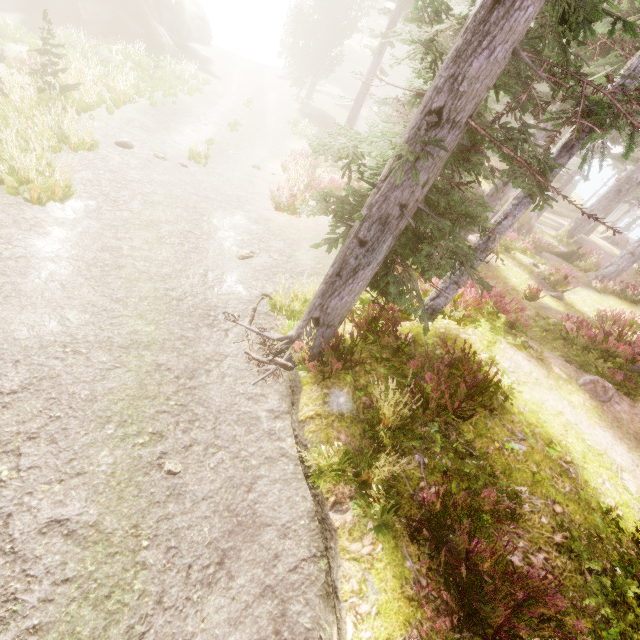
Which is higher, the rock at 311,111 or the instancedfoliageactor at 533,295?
the instancedfoliageactor at 533,295

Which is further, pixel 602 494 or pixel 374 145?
pixel 602 494

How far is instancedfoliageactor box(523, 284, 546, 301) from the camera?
12.64m

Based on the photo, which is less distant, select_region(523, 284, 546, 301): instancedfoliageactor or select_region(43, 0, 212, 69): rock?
select_region(523, 284, 546, 301): instancedfoliageactor

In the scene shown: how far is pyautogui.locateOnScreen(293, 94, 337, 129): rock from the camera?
→ 33.6m

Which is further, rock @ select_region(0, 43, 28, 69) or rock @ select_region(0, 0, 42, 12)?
rock @ select_region(0, 0, 42, 12)

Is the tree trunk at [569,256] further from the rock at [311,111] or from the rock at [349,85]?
the rock at [349,85]
